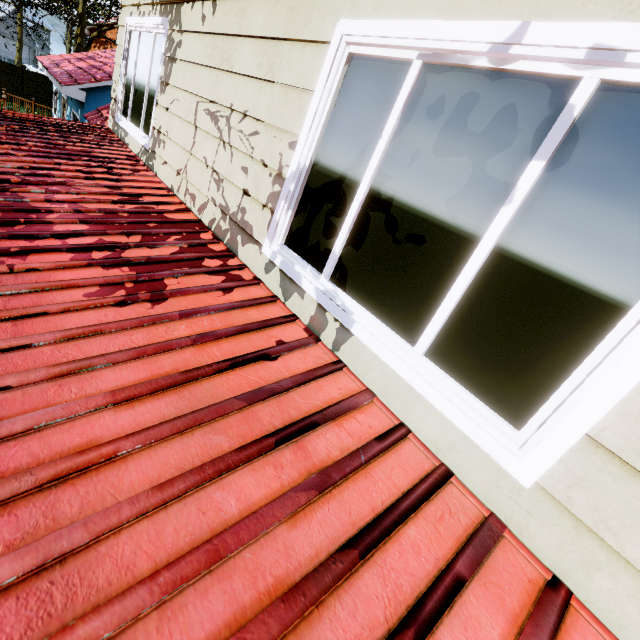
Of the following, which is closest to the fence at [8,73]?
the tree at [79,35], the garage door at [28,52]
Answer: the tree at [79,35]

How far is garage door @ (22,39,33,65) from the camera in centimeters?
4494cm

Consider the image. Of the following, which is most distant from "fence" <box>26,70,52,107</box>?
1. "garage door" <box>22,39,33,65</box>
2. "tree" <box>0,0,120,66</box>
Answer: "garage door" <box>22,39,33,65</box>

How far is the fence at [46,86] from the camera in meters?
23.7

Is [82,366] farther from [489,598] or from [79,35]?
[79,35]

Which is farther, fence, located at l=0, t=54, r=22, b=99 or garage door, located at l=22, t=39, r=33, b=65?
garage door, located at l=22, t=39, r=33, b=65
